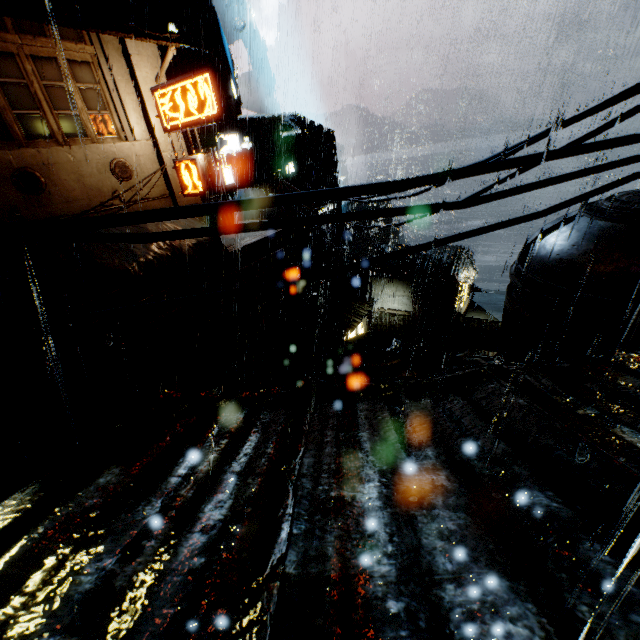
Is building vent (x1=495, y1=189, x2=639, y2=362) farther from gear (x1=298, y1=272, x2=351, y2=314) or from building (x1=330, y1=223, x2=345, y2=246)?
gear (x1=298, y1=272, x2=351, y2=314)

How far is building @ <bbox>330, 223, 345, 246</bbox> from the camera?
49.2m

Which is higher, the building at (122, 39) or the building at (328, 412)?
the building at (122, 39)

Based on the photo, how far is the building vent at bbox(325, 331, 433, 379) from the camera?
18.30m

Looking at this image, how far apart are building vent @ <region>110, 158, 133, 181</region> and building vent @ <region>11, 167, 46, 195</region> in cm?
250

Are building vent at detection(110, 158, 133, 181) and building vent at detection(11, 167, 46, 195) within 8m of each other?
yes

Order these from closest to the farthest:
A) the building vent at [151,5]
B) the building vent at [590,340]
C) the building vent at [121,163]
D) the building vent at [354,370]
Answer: the building vent at [590,340] → the building vent at [121,163] → the building vent at [354,370] → the building vent at [151,5]

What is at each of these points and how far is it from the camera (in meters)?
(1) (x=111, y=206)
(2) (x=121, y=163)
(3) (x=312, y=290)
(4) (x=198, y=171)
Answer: (1) building, 13.66
(2) building vent, 13.60
(3) gear, 40.62
(4) sign, 14.10
